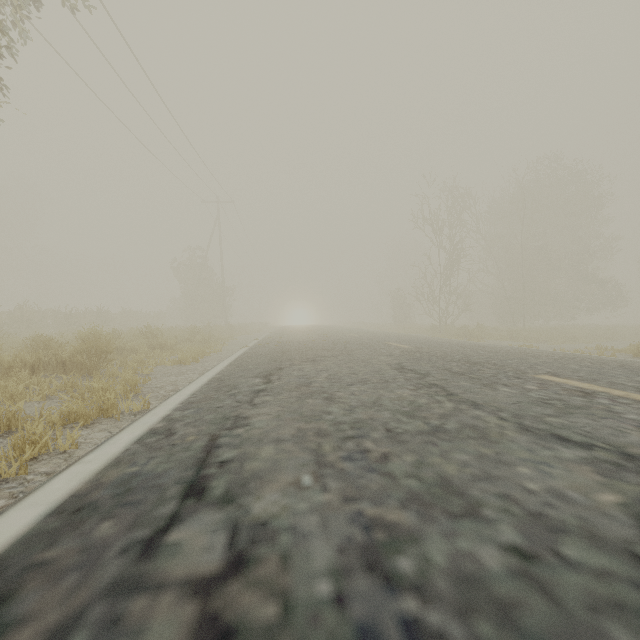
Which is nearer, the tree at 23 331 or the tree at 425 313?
the tree at 23 331

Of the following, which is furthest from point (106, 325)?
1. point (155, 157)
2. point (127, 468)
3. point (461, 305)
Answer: point (461, 305)

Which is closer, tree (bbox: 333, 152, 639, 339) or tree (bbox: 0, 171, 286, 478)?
tree (bbox: 0, 171, 286, 478)
